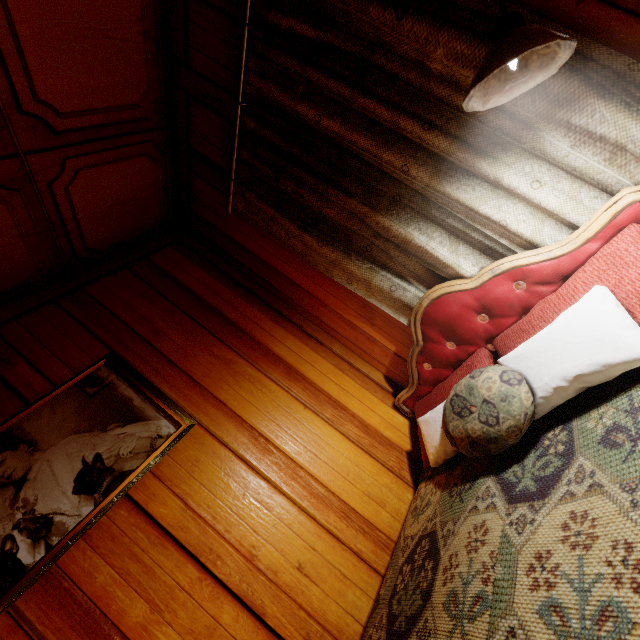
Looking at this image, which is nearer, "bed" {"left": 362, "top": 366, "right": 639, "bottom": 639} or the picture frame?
"bed" {"left": 362, "top": 366, "right": 639, "bottom": 639}

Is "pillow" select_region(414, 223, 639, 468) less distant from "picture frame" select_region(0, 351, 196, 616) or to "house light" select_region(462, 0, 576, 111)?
"house light" select_region(462, 0, 576, 111)

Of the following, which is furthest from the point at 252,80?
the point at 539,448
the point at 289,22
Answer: the point at 539,448

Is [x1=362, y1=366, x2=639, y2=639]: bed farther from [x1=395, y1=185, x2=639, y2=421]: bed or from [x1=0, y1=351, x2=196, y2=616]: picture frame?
[x1=0, y1=351, x2=196, y2=616]: picture frame

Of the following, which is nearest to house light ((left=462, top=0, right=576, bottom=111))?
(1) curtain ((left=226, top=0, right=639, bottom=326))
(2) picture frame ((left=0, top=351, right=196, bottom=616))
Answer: (1) curtain ((left=226, top=0, right=639, bottom=326))

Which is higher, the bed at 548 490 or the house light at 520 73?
the house light at 520 73

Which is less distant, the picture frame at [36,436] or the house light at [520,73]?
the house light at [520,73]

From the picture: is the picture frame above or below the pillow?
above
